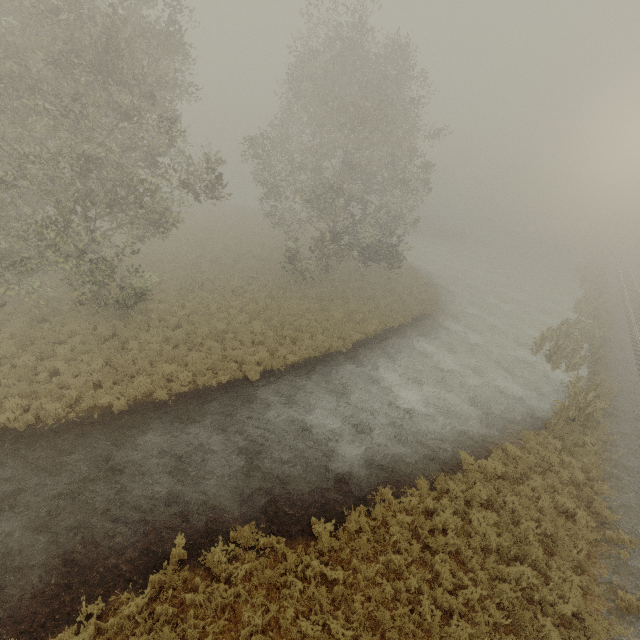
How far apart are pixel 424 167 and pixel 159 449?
24.01m

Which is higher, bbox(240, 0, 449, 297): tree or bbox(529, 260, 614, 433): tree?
bbox(240, 0, 449, 297): tree

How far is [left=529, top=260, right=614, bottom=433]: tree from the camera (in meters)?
14.68

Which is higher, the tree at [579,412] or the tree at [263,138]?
the tree at [263,138]

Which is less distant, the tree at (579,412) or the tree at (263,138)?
the tree at (579,412)

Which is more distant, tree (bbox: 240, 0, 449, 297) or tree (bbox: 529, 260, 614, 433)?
tree (bbox: 240, 0, 449, 297)
